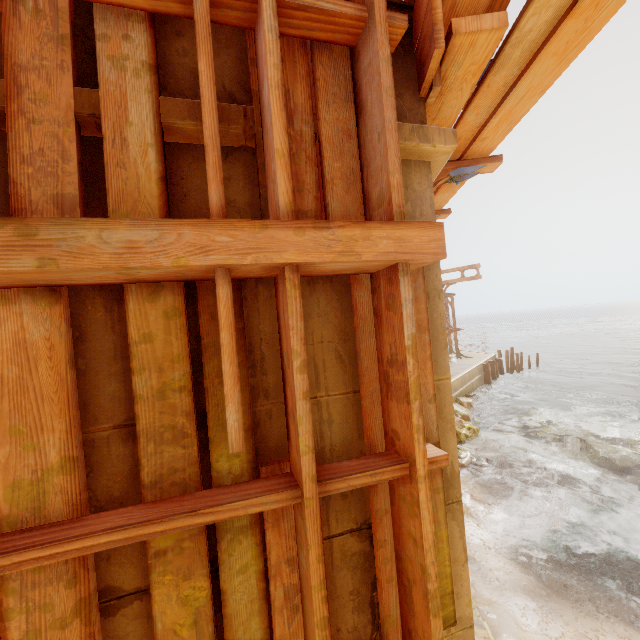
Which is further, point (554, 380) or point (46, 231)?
point (554, 380)

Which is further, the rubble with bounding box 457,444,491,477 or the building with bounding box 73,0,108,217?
the rubble with bounding box 457,444,491,477

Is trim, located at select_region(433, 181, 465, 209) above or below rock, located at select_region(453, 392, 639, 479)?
above

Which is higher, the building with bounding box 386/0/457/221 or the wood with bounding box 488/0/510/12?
the wood with bounding box 488/0/510/12

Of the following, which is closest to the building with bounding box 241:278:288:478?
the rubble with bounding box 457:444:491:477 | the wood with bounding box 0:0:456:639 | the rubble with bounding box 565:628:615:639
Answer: the wood with bounding box 0:0:456:639

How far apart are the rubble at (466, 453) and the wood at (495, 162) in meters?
9.7 m

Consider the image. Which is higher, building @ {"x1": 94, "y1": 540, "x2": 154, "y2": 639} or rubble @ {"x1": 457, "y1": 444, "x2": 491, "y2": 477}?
building @ {"x1": 94, "y1": 540, "x2": 154, "y2": 639}

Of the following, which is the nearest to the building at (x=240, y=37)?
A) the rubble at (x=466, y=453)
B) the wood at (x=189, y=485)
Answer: the wood at (x=189, y=485)
